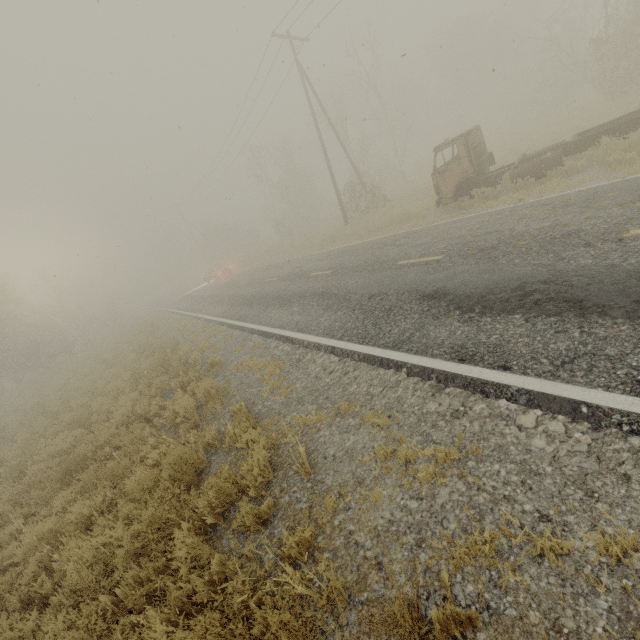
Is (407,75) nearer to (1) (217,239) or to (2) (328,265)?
(1) (217,239)
